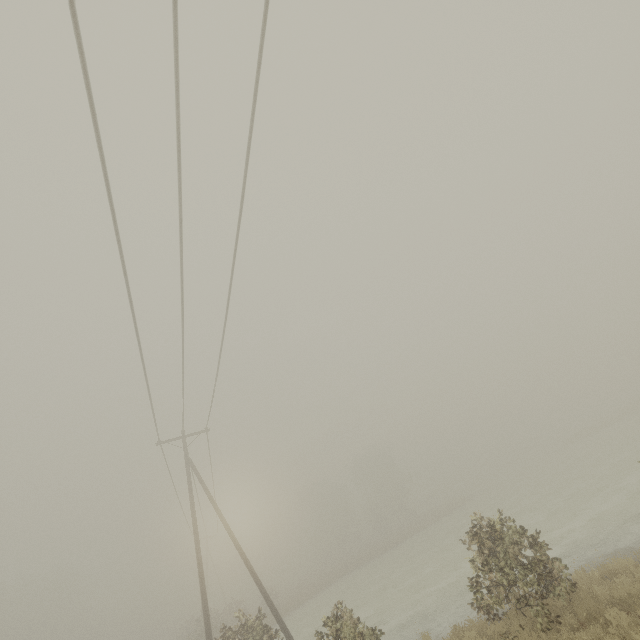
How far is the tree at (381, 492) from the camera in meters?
52.7

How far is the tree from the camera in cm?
5266

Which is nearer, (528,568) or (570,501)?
(528,568)
